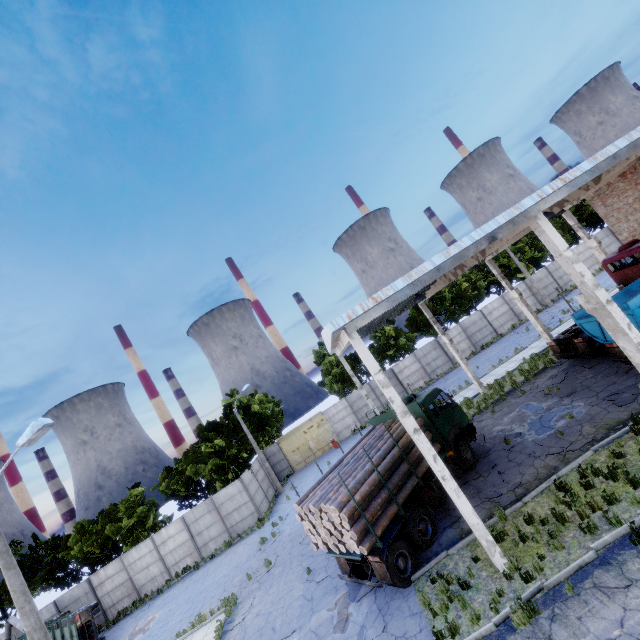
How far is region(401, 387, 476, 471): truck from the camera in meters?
13.9 m

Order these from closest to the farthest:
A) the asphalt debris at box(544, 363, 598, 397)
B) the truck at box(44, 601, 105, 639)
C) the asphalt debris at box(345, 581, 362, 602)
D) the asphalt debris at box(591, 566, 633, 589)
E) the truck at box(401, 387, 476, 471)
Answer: the asphalt debris at box(591, 566, 633, 589) → the asphalt debris at box(345, 581, 362, 602) → the truck at box(401, 387, 476, 471) → the asphalt debris at box(544, 363, 598, 397) → the truck at box(44, 601, 105, 639)

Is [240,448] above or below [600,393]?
above

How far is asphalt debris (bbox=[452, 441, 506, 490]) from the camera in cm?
1255

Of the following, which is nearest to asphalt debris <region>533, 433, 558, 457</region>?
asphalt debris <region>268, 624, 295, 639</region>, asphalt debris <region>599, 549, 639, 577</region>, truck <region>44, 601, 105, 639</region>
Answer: asphalt debris <region>599, 549, 639, 577</region>

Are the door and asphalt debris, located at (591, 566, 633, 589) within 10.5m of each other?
no

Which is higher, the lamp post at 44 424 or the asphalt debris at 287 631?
the lamp post at 44 424

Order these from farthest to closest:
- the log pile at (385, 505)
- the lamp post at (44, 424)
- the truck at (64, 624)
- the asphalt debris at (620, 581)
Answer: the truck at (64, 624) < the log pile at (385, 505) < the lamp post at (44, 424) < the asphalt debris at (620, 581)
